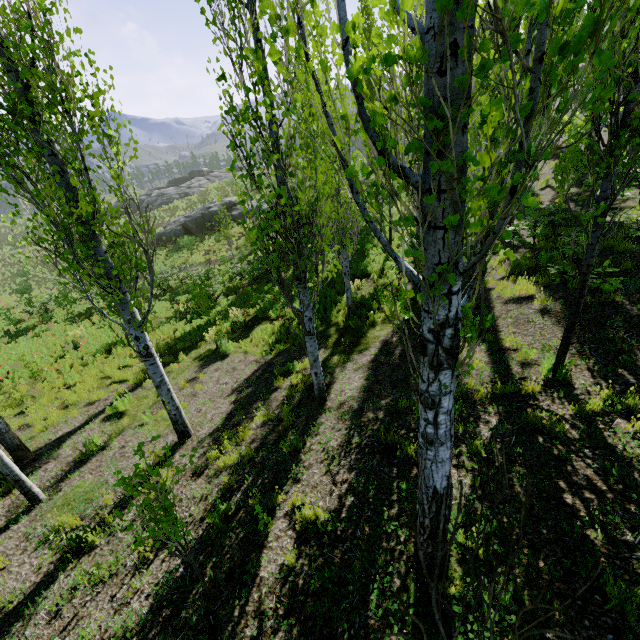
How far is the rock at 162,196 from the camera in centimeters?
4553cm

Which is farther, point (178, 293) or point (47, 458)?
point (178, 293)

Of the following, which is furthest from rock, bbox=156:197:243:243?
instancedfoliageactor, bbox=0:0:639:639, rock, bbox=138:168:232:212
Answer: rock, bbox=138:168:232:212

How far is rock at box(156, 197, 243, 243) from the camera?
31.3m

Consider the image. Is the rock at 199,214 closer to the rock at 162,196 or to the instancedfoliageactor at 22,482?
the instancedfoliageactor at 22,482

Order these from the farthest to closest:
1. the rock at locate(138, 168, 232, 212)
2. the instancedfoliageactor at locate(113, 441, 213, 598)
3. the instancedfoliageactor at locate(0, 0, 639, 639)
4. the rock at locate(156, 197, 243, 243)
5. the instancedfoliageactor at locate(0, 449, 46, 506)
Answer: the rock at locate(138, 168, 232, 212), the rock at locate(156, 197, 243, 243), the instancedfoliageactor at locate(0, 449, 46, 506), the instancedfoliageactor at locate(113, 441, 213, 598), the instancedfoliageactor at locate(0, 0, 639, 639)

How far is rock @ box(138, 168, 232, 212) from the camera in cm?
4553
